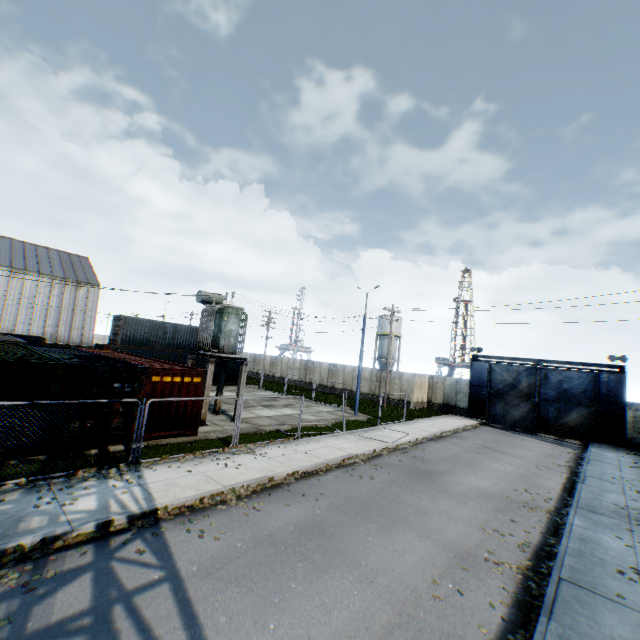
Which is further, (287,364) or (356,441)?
(287,364)

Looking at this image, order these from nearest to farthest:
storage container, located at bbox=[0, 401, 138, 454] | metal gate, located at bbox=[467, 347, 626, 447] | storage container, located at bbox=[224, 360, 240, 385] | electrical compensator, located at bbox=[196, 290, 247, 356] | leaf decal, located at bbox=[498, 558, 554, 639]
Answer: → leaf decal, located at bbox=[498, 558, 554, 639], storage container, located at bbox=[0, 401, 138, 454], electrical compensator, located at bbox=[196, 290, 247, 356], metal gate, located at bbox=[467, 347, 626, 447], storage container, located at bbox=[224, 360, 240, 385]

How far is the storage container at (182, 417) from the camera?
13.12m

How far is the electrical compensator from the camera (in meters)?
17.73

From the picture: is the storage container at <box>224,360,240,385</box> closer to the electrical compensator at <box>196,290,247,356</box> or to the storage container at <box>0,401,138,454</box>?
the storage container at <box>0,401,138,454</box>

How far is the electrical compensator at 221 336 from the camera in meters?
17.7 m

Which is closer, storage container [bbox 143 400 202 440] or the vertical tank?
storage container [bbox 143 400 202 440]

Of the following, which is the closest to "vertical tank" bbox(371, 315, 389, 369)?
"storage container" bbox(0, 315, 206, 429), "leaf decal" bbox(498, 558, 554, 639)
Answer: "storage container" bbox(0, 315, 206, 429)
